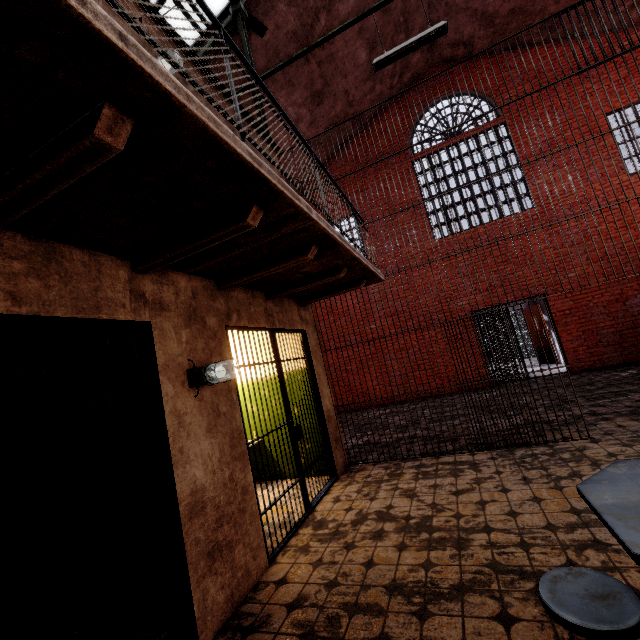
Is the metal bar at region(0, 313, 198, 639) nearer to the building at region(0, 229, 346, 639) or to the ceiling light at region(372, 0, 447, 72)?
the building at region(0, 229, 346, 639)

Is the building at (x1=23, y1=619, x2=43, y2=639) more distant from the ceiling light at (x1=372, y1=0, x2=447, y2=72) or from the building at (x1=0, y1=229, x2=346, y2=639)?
the ceiling light at (x1=372, y1=0, x2=447, y2=72)

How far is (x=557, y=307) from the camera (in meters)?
9.43

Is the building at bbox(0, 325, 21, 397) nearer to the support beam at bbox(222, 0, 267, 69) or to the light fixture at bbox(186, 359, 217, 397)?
the light fixture at bbox(186, 359, 217, 397)

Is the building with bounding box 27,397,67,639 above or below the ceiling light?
below

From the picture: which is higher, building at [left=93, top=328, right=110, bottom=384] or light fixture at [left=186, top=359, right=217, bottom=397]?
building at [left=93, top=328, right=110, bottom=384]

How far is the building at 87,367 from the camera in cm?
304

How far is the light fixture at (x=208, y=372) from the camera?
2.7 meters
